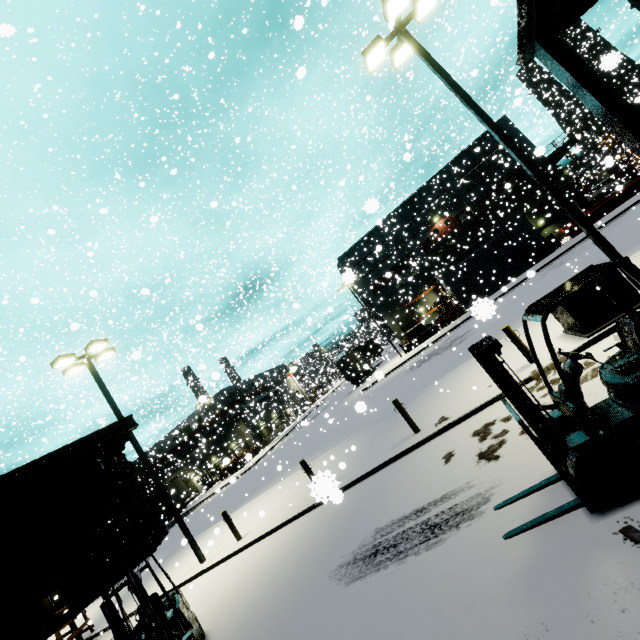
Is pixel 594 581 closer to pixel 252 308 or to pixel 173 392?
pixel 173 392

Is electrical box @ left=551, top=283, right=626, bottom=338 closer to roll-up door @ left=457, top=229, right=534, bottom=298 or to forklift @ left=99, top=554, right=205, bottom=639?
forklift @ left=99, top=554, right=205, bottom=639

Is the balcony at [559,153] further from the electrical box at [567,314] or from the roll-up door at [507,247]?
the electrical box at [567,314]

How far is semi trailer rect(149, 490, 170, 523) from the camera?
35.2 meters

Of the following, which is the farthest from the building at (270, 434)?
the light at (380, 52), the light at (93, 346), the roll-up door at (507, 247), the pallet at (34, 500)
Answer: the light at (93, 346)

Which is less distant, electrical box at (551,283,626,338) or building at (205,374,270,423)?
electrical box at (551,283,626,338)

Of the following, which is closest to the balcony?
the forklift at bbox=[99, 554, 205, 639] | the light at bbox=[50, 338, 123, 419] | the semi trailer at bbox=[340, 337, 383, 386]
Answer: the semi trailer at bbox=[340, 337, 383, 386]

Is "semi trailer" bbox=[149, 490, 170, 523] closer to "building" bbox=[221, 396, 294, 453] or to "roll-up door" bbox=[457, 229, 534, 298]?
"building" bbox=[221, 396, 294, 453]
